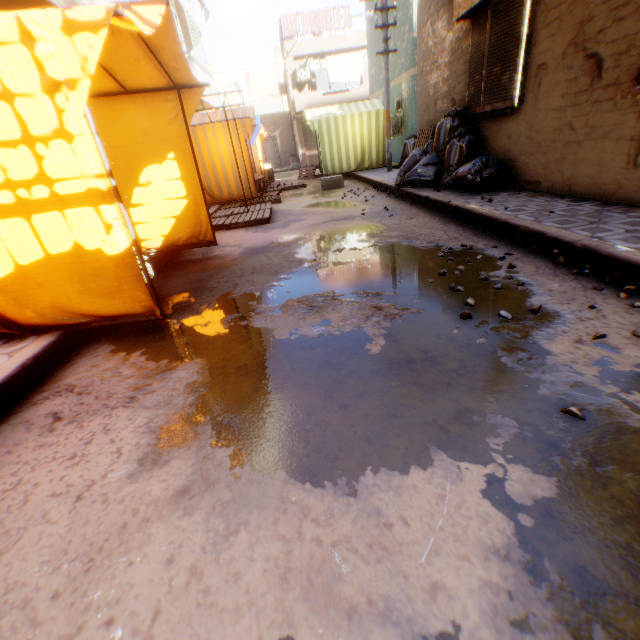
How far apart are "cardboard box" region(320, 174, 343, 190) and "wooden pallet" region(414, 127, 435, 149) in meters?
1.8

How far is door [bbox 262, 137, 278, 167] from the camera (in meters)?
28.20

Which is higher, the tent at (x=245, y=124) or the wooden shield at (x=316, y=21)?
the wooden shield at (x=316, y=21)

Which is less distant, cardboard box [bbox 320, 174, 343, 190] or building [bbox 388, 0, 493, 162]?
building [bbox 388, 0, 493, 162]

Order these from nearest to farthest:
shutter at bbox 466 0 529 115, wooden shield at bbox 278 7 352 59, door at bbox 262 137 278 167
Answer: shutter at bbox 466 0 529 115 < wooden shield at bbox 278 7 352 59 < door at bbox 262 137 278 167

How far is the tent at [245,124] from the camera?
9.2m

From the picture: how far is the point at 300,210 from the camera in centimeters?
798cm

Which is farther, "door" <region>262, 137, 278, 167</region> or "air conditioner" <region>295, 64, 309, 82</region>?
"door" <region>262, 137, 278, 167</region>
